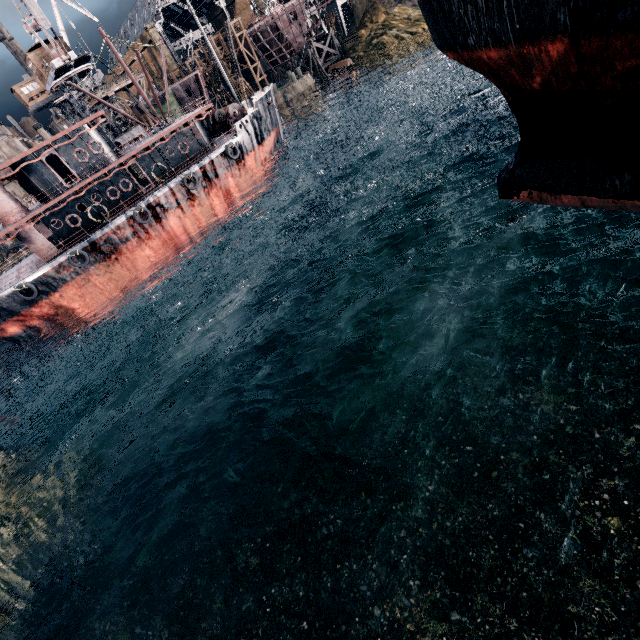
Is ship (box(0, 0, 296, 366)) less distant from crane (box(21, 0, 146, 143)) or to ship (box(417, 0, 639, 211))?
crane (box(21, 0, 146, 143))

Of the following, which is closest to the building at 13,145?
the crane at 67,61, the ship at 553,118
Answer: the crane at 67,61

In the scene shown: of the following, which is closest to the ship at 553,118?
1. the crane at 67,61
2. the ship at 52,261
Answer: the ship at 52,261

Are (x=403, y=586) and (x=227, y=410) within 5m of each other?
no

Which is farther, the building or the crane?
the building

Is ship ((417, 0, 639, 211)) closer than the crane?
Yes

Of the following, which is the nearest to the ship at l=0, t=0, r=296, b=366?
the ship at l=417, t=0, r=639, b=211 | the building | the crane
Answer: the crane
